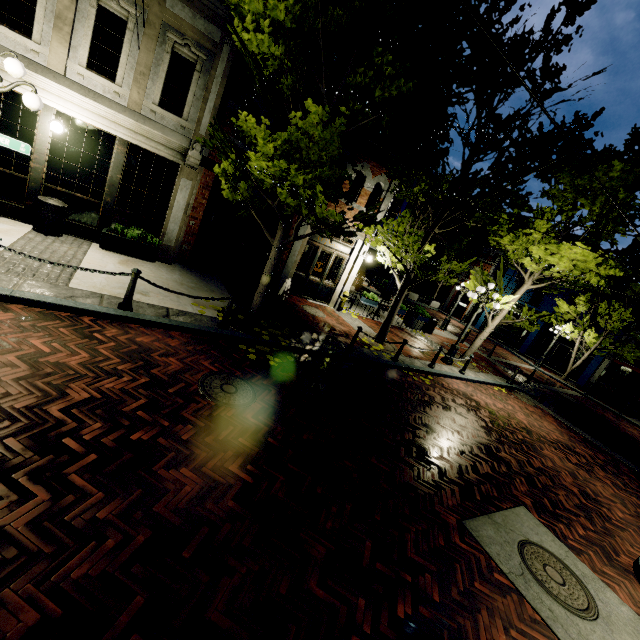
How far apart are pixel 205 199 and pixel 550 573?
11.8m

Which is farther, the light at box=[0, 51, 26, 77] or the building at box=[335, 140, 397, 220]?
the building at box=[335, 140, 397, 220]

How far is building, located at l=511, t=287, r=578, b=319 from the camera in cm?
2739

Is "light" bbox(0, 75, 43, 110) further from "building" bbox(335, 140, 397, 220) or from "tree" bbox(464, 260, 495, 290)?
"building" bbox(335, 140, 397, 220)

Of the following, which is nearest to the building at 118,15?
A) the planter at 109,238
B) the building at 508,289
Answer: the planter at 109,238

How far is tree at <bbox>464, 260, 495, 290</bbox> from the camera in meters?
13.5 m

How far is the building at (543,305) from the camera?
27.4 meters

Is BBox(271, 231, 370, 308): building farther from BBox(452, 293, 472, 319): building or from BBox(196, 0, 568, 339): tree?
BBox(452, 293, 472, 319): building
